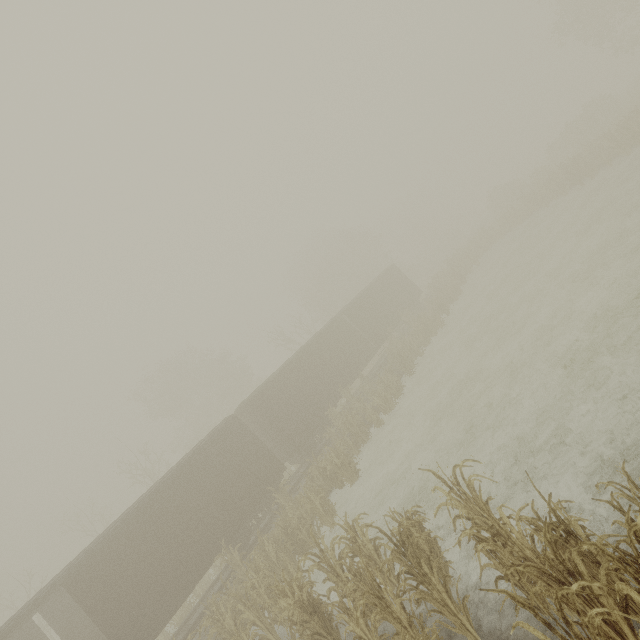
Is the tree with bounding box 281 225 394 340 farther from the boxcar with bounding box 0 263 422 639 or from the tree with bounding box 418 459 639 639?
the boxcar with bounding box 0 263 422 639

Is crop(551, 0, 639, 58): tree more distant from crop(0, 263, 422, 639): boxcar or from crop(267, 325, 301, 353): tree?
crop(0, 263, 422, 639): boxcar

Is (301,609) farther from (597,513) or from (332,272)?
(332,272)

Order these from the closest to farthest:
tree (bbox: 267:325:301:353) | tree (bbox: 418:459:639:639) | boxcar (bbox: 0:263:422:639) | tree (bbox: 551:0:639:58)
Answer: tree (bbox: 418:459:639:639), boxcar (bbox: 0:263:422:639), tree (bbox: 551:0:639:58), tree (bbox: 267:325:301:353)

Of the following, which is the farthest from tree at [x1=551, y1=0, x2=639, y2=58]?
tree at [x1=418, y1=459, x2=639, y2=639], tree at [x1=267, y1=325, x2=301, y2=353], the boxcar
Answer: the boxcar

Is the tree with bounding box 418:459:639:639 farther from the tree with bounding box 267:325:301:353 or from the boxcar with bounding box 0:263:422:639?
the tree with bounding box 267:325:301:353

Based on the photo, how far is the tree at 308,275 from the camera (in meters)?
40.81

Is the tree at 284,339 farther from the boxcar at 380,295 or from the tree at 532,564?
the tree at 532,564
